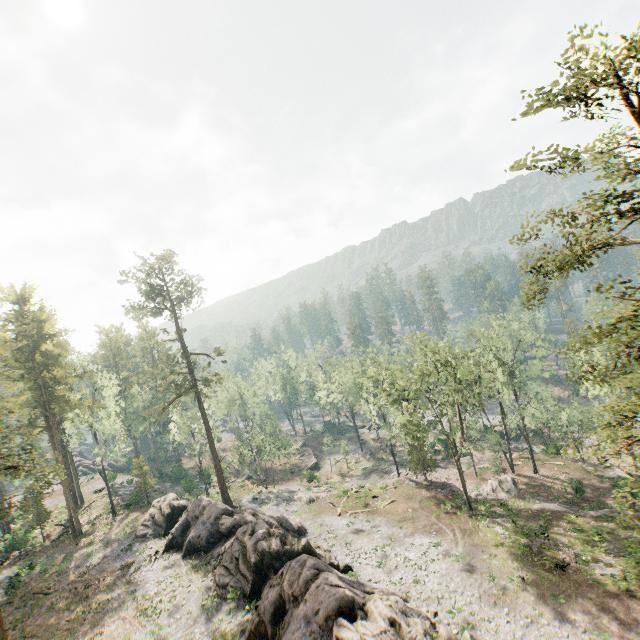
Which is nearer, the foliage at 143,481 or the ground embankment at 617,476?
the ground embankment at 617,476

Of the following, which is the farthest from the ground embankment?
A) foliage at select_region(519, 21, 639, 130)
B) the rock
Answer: the rock

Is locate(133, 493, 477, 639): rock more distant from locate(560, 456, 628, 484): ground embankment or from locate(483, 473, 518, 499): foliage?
locate(560, 456, 628, 484): ground embankment

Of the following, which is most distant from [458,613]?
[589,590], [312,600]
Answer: [312,600]

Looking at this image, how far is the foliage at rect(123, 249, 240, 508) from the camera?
38.6 meters

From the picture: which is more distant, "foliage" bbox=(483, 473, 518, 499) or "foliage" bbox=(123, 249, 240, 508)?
"foliage" bbox=(123, 249, 240, 508)

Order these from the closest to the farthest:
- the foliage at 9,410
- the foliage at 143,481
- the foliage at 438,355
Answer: the foliage at 438,355 < the foliage at 9,410 < the foliage at 143,481
